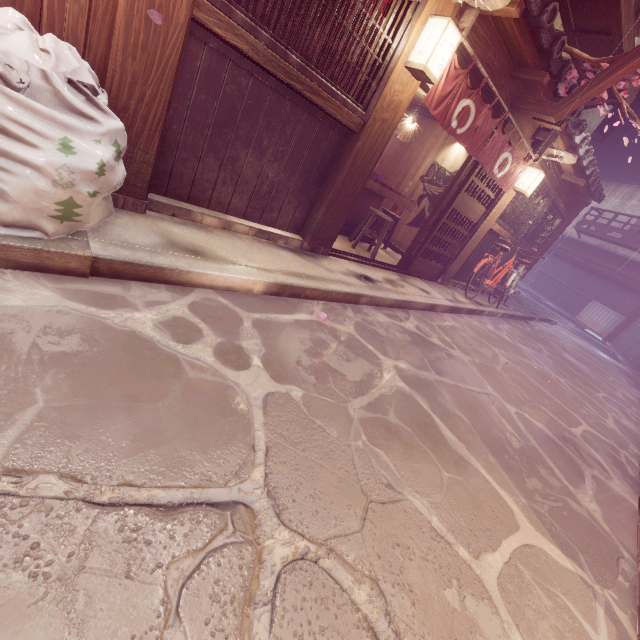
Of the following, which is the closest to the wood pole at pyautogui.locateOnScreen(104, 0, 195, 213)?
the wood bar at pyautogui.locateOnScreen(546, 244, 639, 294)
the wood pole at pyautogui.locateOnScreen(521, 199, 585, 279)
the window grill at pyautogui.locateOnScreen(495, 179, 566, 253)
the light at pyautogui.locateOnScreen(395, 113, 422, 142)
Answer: the light at pyautogui.locateOnScreen(395, 113, 422, 142)

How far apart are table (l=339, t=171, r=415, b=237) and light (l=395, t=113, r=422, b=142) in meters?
2.1 m

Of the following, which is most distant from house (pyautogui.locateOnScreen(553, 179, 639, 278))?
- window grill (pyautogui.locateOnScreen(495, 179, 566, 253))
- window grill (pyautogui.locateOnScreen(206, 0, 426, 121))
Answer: window grill (pyautogui.locateOnScreen(495, 179, 566, 253))

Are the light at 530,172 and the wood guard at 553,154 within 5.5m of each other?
yes

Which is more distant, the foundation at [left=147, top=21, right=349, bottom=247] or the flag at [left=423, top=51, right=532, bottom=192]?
the flag at [left=423, top=51, right=532, bottom=192]

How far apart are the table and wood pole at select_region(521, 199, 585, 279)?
10.0m

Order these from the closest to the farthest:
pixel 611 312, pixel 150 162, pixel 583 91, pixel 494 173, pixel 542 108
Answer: pixel 150 162
pixel 583 91
pixel 542 108
pixel 494 173
pixel 611 312

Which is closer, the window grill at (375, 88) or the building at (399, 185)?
the window grill at (375, 88)
